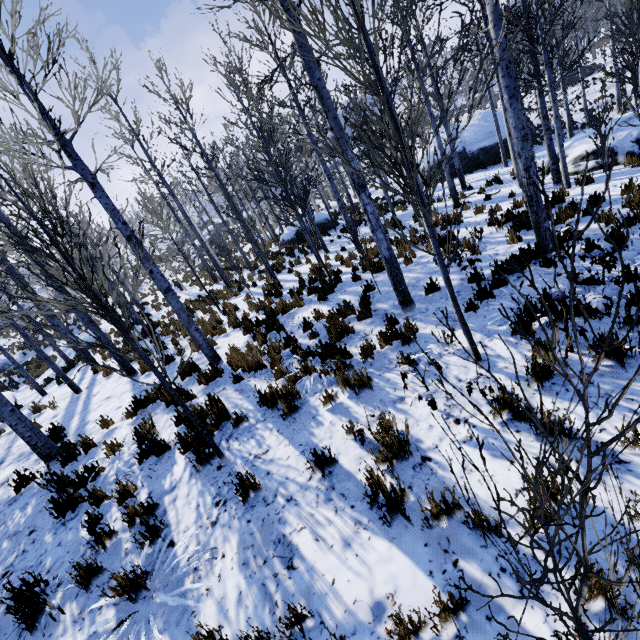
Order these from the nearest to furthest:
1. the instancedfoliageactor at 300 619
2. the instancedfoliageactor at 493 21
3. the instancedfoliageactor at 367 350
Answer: the instancedfoliageactor at 493 21
the instancedfoliageactor at 300 619
the instancedfoliageactor at 367 350

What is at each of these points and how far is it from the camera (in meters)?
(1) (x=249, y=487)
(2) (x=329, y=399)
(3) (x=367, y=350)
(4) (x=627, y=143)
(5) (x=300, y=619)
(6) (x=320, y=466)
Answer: (1) instancedfoliageactor, 3.78
(2) instancedfoliageactor, 4.67
(3) instancedfoliageactor, 5.36
(4) rock, 10.41
(5) instancedfoliageactor, 2.50
(6) instancedfoliageactor, 3.59

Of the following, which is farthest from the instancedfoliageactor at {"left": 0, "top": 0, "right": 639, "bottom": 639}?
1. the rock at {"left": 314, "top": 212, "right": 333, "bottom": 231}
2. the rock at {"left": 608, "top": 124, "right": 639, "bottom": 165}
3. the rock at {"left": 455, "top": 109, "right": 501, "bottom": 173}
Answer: the rock at {"left": 455, "top": 109, "right": 501, "bottom": 173}

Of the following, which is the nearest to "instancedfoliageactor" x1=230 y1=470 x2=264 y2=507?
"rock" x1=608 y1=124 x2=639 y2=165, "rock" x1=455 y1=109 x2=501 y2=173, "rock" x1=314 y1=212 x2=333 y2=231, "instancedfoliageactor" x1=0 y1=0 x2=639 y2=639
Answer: "instancedfoliageactor" x1=0 y1=0 x2=639 y2=639

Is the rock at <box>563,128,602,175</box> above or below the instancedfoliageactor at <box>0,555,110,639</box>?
below

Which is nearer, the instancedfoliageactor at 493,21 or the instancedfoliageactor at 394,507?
the instancedfoliageactor at 493,21

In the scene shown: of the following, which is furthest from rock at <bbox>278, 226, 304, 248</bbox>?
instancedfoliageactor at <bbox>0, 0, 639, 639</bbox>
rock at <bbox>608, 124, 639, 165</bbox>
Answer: rock at <bbox>608, 124, 639, 165</bbox>

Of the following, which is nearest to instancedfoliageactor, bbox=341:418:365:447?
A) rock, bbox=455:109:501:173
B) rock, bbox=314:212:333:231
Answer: rock, bbox=314:212:333:231
